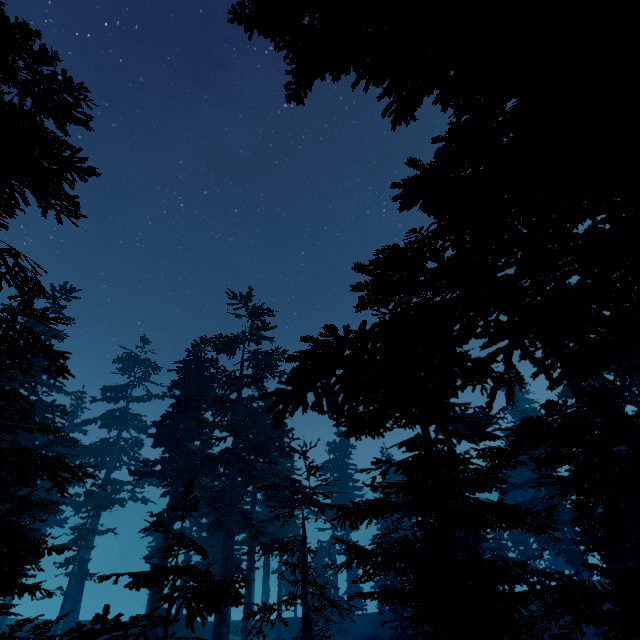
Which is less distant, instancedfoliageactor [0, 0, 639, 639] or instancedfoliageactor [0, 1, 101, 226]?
instancedfoliageactor [0, 0, 639, 639]

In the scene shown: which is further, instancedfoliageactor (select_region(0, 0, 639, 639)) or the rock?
the rock

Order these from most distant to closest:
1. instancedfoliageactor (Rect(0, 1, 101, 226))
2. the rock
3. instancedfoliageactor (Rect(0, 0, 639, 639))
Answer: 1. the rock
2. instancedfoliageactor (Rect(0, 1, 101, 226))
3. instancedfoliageactor (Rect(0, 0, 639, 639))

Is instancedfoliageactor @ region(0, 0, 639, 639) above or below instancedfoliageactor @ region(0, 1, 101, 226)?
below

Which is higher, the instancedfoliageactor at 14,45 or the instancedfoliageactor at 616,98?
the instancedfoliageactor at 14,45

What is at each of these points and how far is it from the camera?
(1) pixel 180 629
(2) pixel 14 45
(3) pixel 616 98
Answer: (1) rock, 28.1 meters
(2) instancedfoliageactor, 8.3 meters
(3) instancedfoliageactor, 3.6 meters

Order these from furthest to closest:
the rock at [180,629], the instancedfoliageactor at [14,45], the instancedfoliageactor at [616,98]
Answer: the rock at [180,629]
the instancedfoliageactor at [14,45]
the instancedfoliageactor at [616,98]
